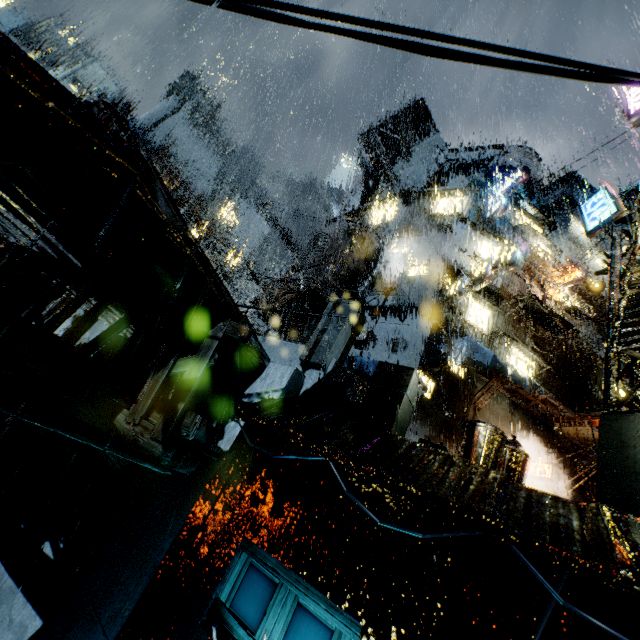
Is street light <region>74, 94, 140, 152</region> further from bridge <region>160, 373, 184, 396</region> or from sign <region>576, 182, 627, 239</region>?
sign <region>576, 182, 627, 239</region>

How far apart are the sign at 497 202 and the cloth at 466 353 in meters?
13.3

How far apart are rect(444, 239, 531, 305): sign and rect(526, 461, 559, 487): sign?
9.10m

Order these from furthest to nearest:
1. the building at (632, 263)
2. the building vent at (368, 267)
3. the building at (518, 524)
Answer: the building vent at (368, 267), the building at (632, 263), the building at (518, 524)

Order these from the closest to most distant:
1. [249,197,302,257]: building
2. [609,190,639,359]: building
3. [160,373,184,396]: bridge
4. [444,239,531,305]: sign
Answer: [609,190,639,359]: building
[160,373,184,396]: bridge
[444,239,531,305]: sign
[249,197,302,257]: building

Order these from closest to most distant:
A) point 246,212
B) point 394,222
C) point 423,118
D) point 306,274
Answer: point 306,274 → point 394,222 → point 423,118 → point 246,212

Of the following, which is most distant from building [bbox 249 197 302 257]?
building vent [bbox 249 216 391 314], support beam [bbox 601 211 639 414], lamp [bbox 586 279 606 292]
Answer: lamp [bbox 586 279 606 292]

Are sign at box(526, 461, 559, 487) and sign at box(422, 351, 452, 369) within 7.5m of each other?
yes
